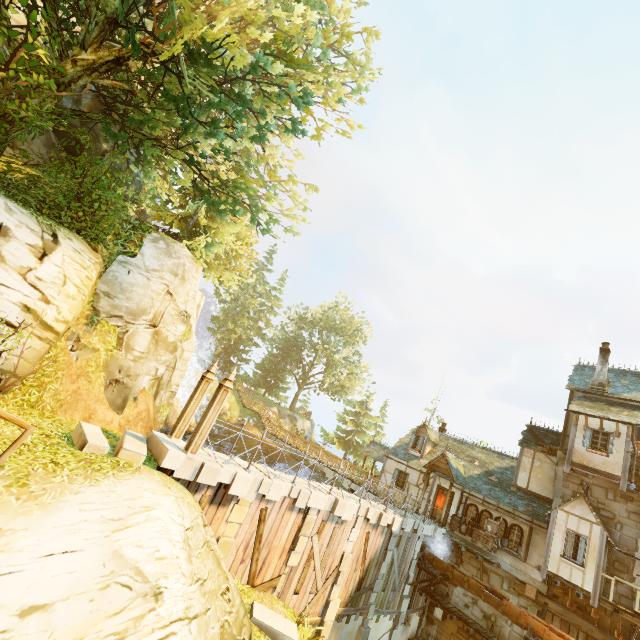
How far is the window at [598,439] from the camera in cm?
1723

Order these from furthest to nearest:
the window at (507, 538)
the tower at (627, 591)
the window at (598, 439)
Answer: the window at (507, 538) → the window at (598, 439) → the tower at (627, 591)

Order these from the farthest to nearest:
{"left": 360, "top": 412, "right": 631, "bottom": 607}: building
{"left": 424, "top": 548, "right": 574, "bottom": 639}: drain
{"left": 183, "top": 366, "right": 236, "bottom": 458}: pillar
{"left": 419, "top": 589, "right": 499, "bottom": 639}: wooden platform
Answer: {"left": 419, "top": 589, "right": 499, "bottom": 639}: wooden platform < {"left": 360, "top": 412, "right": 631, "bottom": 607}: building < {"left": 424, "top": 548, "right": 574, "bottom": 639}: drain < {"left": 183, "top": 366, "right": 236, "bottom": 458}: pillar

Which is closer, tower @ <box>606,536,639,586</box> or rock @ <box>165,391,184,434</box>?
tower @ <box>606,536,639,586</box>

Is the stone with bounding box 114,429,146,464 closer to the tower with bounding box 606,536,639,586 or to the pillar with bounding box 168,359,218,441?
the pillar with bounding box 168,359,218,441

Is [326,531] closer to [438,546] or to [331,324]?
[438,546]

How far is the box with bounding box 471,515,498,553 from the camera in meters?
18.3

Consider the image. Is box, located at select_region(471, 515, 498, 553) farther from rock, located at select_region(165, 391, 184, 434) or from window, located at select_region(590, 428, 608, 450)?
rock, located at select_region(165, 391, 184, 434)
